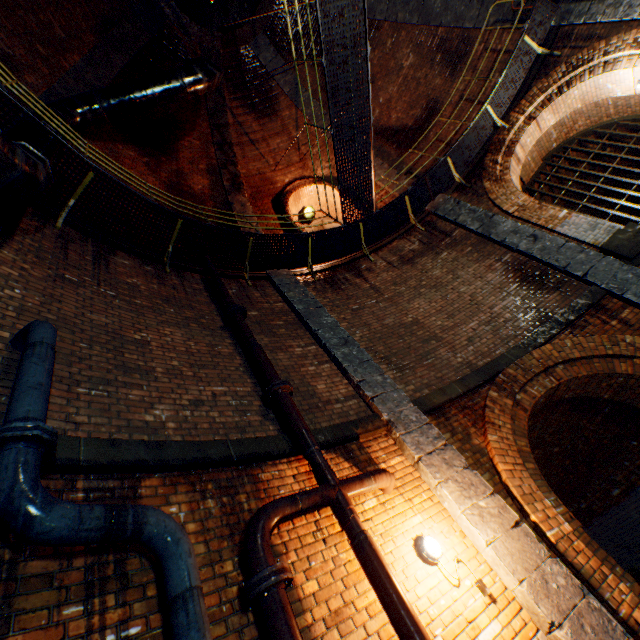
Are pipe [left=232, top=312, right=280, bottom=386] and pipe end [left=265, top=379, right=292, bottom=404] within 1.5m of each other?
yes

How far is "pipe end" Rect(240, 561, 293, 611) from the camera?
2.29m

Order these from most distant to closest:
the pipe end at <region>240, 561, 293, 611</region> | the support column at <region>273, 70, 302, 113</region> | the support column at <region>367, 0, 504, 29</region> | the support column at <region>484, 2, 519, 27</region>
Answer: the support column at <region>273, 70, 302, 113</region>
the support column at <region>367, 0, 504, 29</region>
the support column at <region>484, 2, 519, 27</region>
the pipe end at <region>240, 561, 293, 611</region>

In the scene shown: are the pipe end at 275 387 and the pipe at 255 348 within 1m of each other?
yes

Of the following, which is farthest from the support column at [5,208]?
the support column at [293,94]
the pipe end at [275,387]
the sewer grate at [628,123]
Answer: the sewer grate at [628,123]

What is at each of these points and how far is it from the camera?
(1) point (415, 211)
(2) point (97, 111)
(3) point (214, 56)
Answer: (1) walkway, 9.8m
(2) pipe, 7.4m
(3) support column, 11.0m

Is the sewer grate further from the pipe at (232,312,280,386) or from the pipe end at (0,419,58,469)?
the pipe end at (0,419,58,469)

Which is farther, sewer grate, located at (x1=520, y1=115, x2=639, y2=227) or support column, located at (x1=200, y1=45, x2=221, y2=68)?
support column, located at (x1=200, y1=45, x2=221, y2=68)
